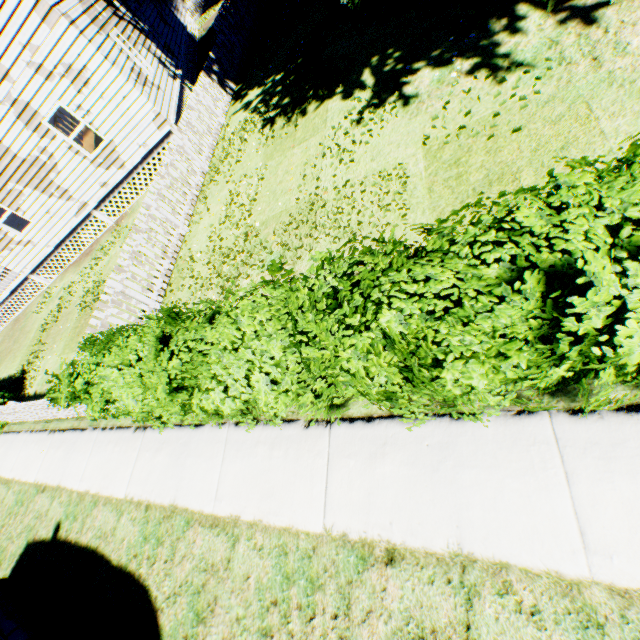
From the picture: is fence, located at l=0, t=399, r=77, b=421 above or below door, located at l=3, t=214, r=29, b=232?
below

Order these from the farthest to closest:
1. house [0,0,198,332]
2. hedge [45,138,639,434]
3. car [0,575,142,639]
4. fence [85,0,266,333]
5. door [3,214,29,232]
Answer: door [3,214,29,232]
house [0,0,198,332]
fence [85,0,266,333]
car [0,575,142,639]
hedge [45,138,639,434]

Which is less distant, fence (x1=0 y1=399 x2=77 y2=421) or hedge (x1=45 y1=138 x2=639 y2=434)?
hedge (x1=45 y1=138 x2=639 y2=434)

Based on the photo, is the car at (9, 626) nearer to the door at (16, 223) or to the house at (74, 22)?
the house at (74, 22)

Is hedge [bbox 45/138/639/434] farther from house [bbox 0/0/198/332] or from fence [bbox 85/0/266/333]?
house [bbox 0/0/198/332]

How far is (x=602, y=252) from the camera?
1.7 meters

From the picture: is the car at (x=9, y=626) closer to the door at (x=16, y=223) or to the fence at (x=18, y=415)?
the fence at (x=18, y=415)
